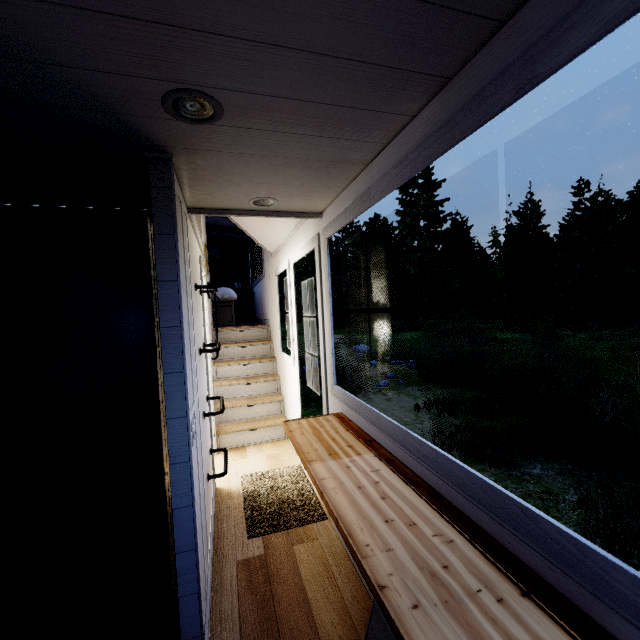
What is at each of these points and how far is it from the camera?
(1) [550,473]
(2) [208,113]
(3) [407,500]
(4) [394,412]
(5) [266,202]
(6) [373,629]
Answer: (1) rock, 5.42m
(2) bp, 1.22m
(3) bp, 1.28m
(4) rock, 8.90m
(5) bp, 2.24m
(6) wheel box, 1.62m

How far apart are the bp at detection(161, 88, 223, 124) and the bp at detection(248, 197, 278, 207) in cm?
85

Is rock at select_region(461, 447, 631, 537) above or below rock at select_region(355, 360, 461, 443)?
below

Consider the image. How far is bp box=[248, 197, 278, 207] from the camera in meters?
2.1 m

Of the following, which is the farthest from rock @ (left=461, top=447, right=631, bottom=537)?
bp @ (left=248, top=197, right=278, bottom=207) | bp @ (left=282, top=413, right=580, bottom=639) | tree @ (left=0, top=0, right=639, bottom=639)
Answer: bp @ (left=248, top=197, right=278, bottom=207)

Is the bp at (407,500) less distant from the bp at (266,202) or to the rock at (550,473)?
the bp at (266,202)

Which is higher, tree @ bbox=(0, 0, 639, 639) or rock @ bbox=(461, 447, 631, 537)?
tree @ bbox=(0, 0, 639, 639)

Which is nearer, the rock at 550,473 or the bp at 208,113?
the bp at 208,113
